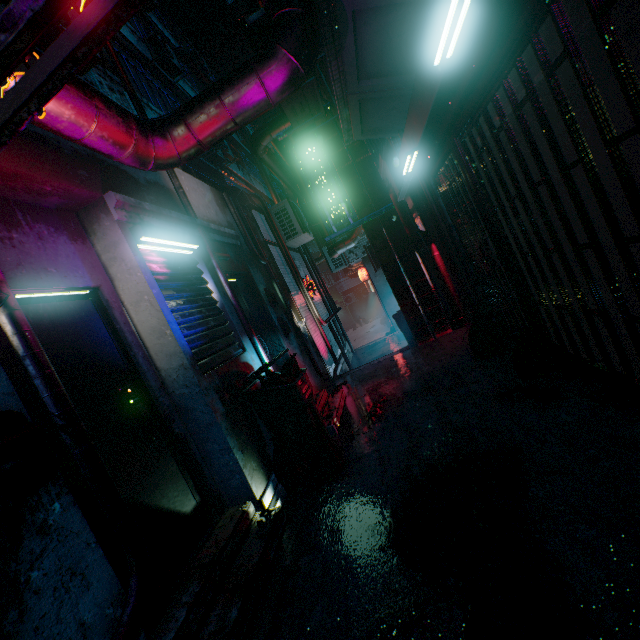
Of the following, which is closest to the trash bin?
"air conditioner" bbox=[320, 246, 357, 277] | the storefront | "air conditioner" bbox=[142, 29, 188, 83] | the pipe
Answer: the pipe

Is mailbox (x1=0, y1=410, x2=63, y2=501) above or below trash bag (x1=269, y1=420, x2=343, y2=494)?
above

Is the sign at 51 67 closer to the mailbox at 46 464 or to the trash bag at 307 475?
the mailbox at 46 464

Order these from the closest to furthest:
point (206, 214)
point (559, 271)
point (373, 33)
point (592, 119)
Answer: point (592, 119) < point (373, 33) < point (559, 271) < point (206, 214)

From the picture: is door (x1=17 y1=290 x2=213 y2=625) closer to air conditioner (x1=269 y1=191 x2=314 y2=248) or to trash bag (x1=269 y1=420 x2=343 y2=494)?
trash bag (x1=269 y1=420 x2=343 y2=494)

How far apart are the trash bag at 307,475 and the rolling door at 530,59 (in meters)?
2.74

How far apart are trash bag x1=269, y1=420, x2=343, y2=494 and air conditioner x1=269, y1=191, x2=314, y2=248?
5.28m

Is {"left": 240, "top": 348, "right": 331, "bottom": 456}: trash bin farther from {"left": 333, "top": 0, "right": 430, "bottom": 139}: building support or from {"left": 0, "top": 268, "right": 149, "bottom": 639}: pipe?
{"left": 333, "top": 0, "right": 430, "bottom": 139}: building support
